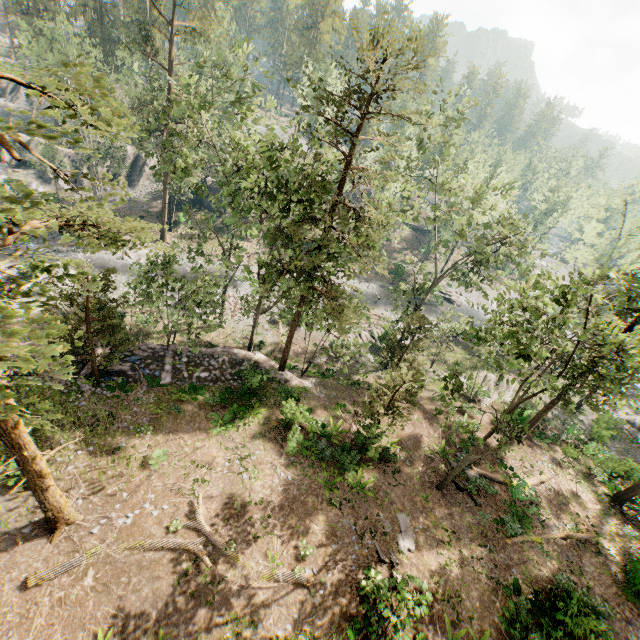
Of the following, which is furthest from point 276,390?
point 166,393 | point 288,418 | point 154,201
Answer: point 154,201

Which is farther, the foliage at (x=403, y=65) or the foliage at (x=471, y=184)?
the foliage at (x=403, y=65)

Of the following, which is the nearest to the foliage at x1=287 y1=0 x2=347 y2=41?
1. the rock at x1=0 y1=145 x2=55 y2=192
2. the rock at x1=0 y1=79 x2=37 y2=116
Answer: the rock at x1=0 y1=145 x2=55 y2=192

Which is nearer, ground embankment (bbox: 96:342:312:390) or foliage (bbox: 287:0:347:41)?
ground embankment (bbox: 96:342:312:390)

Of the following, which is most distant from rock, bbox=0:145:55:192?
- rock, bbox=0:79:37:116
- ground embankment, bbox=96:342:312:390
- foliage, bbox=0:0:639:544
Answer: ground embankment, bbox=96:342:312:390

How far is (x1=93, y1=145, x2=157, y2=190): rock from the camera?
46.69m

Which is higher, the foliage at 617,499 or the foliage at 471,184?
the foliage at 471,184
